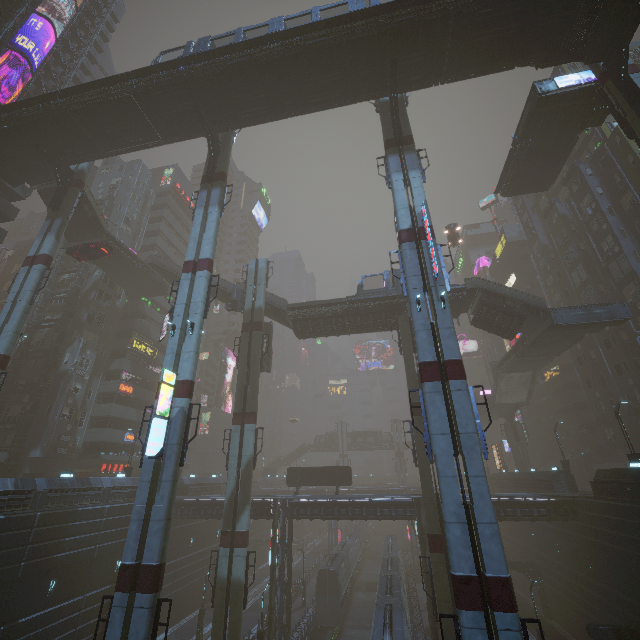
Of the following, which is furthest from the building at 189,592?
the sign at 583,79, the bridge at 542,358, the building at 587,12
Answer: the sign at 583,79

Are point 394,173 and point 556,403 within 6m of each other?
no

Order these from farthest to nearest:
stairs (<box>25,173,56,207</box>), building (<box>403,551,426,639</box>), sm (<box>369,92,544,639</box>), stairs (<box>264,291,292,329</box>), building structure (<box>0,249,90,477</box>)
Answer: stairs (<box>264,291,292,329</box>), stairs (<box>25,173,56,207</box>), building structure (<box>0,249,90,477</box>), building (<box>403,551,426,639</box>), sm (<box>369,92,544,639</box>)

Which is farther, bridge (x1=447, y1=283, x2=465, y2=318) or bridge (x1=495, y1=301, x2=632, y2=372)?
bridge (x1=447, y1=283, x2=465, y2=318)

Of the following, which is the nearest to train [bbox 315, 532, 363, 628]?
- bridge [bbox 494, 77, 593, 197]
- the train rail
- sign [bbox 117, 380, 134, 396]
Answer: the train rail

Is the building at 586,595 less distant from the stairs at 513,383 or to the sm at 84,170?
the sm at 84,170

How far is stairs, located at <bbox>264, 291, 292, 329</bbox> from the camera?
34.3 meters

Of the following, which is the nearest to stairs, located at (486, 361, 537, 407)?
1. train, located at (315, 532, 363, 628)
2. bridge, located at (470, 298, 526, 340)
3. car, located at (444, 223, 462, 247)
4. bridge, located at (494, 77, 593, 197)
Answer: bridge, located at (470, 298, 526, 340)
